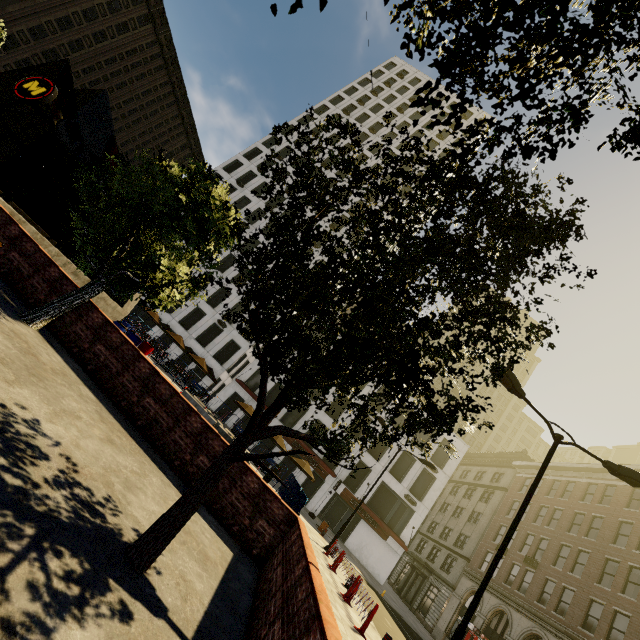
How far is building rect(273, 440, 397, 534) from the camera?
32.0 meters

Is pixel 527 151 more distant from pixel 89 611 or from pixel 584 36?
pixel 89 611

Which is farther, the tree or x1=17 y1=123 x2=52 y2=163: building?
x1=17 y1=123 x2=52 y2=163: building

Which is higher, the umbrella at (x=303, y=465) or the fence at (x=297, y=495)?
the umbrella at (x=303, y=465)

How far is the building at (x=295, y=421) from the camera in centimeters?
3438cm

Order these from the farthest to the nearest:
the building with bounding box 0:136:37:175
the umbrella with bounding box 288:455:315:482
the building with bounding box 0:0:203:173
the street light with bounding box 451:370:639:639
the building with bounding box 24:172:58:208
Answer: the building with bounding box 24:172:58:208 < the building with bounding box 0:136:37:175 < the building with bounding box 0:0:203:173 < the umbrella with bounding box 288:455:315:482 < the street light with bounding box 451:370:639:639

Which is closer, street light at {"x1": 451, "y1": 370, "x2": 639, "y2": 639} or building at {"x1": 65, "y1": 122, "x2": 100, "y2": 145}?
street light at {"x1": 451, "y1": 370, "x2": 639, "y2": 639}

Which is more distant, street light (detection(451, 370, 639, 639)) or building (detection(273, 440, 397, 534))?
building (detection(273, 440, 397, 534))
